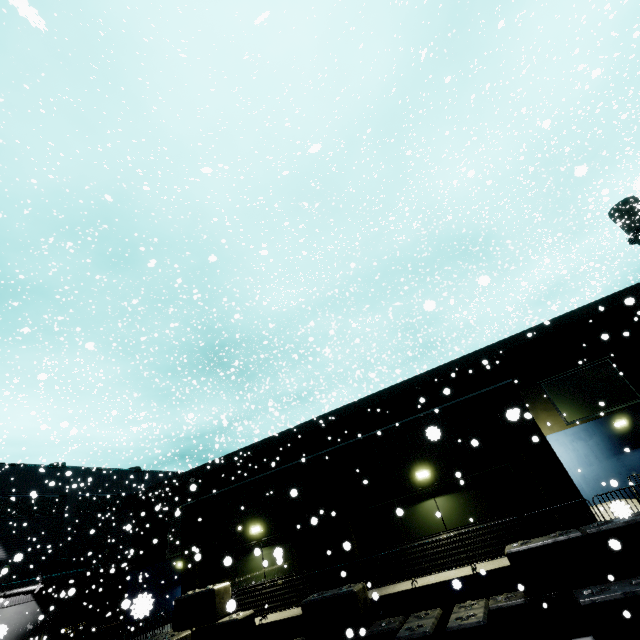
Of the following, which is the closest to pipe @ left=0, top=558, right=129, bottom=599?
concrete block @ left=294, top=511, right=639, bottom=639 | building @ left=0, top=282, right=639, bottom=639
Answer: A: building @ left=0, top=282, right=639, bottom=639

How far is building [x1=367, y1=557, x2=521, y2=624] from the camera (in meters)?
9.07

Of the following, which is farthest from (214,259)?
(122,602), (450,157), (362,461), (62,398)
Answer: (62,398)

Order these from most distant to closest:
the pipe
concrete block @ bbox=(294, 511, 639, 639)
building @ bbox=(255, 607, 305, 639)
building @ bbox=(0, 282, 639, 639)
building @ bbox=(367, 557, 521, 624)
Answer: the pipe < building @ bbox=(0, 282, 639, 639) < building @ bbox=(255, 607, 305, 639) < building @ bbox=(367, 557, 521, 624) < concrete block @ bbox=(294, 511, 639, 639)

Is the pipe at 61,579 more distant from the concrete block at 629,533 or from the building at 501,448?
the concrete block at 629,533

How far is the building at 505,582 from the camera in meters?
9.1
